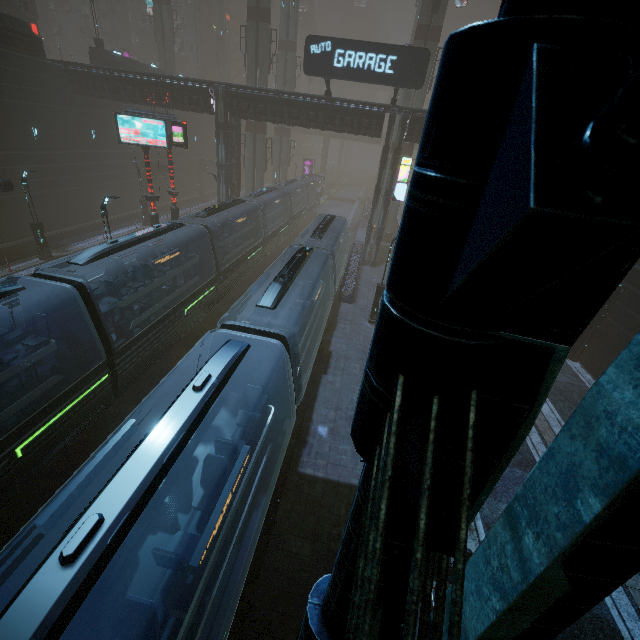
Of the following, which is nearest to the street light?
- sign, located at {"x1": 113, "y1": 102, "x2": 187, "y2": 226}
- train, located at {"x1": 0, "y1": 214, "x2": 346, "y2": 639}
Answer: sign, located at {"x1": 113, "y1": 102, "x2": 187, "y2": 226}

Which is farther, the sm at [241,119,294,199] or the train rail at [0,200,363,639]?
the sm at [241,119,294,199]

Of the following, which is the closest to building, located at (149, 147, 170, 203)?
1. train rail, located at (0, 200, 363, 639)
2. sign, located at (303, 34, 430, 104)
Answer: train rail, located at (0, 200, 363, 639)

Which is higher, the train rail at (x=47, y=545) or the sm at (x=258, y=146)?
the sm at (x=258, y=146)

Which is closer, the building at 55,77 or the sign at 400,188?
the building at 55,77

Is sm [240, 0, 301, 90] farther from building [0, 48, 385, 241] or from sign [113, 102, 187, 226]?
sign [113, 102, 187, 226]

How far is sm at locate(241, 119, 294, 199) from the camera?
34.22m

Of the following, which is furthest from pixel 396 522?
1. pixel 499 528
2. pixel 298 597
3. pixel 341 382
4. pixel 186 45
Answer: pixel 186 45
